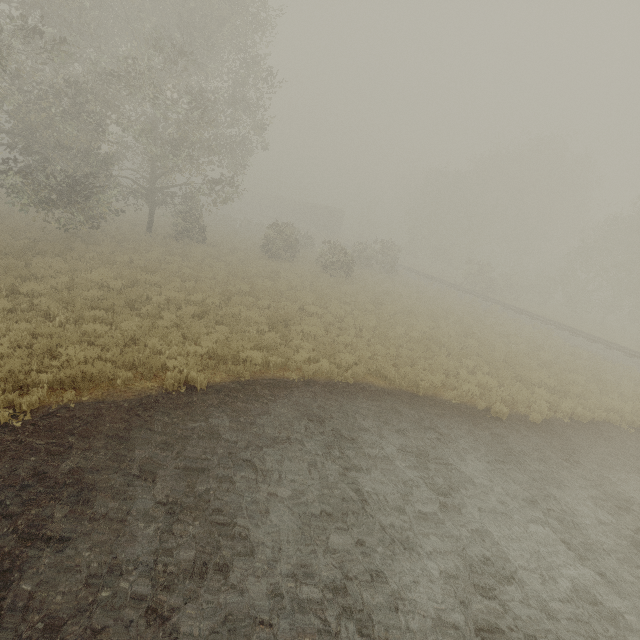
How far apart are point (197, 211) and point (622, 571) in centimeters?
2874cm

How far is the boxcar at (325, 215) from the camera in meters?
50.2

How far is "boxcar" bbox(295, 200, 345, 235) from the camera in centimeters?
5025cm
